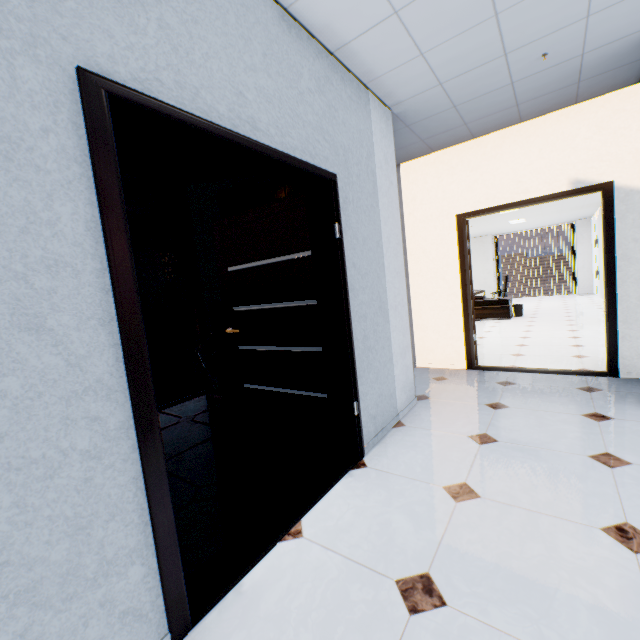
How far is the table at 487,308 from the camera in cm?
880

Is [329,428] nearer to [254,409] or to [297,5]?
[254,409]

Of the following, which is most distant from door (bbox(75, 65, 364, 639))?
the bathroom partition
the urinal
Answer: the urinal

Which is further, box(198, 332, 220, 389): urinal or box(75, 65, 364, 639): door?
box(198, 332, 220, 389): urinal

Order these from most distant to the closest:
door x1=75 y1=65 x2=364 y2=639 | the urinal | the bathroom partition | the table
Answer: the table < the urinal < the bathroom partition < door x1=75 y1=65 x2=364 y2=639

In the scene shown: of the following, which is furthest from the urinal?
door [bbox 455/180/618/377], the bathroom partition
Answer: door [bbox 455/180/618/377]

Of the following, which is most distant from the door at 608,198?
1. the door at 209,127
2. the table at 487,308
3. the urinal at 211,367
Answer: the table at 487,308

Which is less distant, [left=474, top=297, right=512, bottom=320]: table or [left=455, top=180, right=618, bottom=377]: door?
[left=455, top=180, right=618, bottom=377]: door
